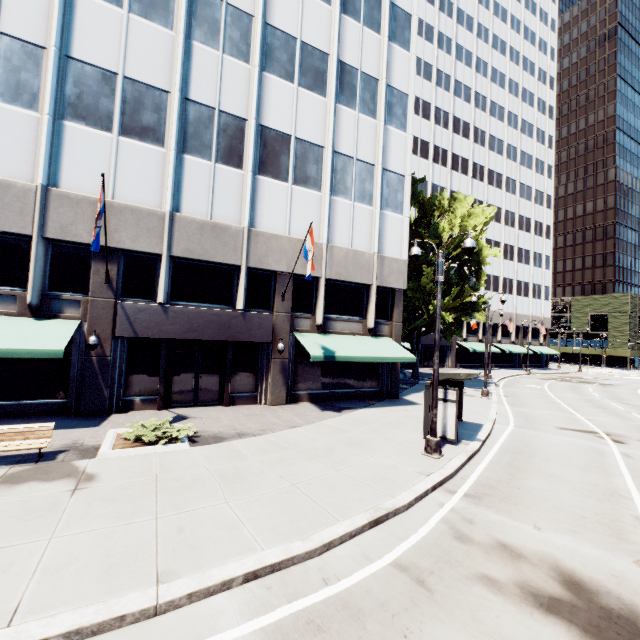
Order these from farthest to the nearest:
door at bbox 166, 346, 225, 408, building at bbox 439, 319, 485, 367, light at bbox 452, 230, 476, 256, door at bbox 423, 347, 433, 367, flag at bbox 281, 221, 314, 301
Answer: building at bbox 439, 319, 485, 367 → door at bbox 423, 347, 433, 367 → door at bbox 166, 346, 225, 408 → flag at bbox 281, 221, 314, 301 → light at bbox 452, 230, 476, 256

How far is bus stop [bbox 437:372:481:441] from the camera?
11.9m

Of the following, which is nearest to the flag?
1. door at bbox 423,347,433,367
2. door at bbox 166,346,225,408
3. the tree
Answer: door at bbox 166,346,225,408

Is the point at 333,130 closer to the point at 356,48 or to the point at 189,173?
the point at 356,48

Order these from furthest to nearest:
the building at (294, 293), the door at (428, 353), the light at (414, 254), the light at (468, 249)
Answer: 1. the door at (428, 353)
2. the building at (294, 293)
3. the light at (414, 254)
4. the light at (468, 249)

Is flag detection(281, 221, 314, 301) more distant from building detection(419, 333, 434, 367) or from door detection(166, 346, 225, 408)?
door detection(166, 346, 225, 408)

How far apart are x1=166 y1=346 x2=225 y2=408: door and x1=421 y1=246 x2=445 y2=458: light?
9.8 meters

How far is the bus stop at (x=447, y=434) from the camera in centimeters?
1189cm
